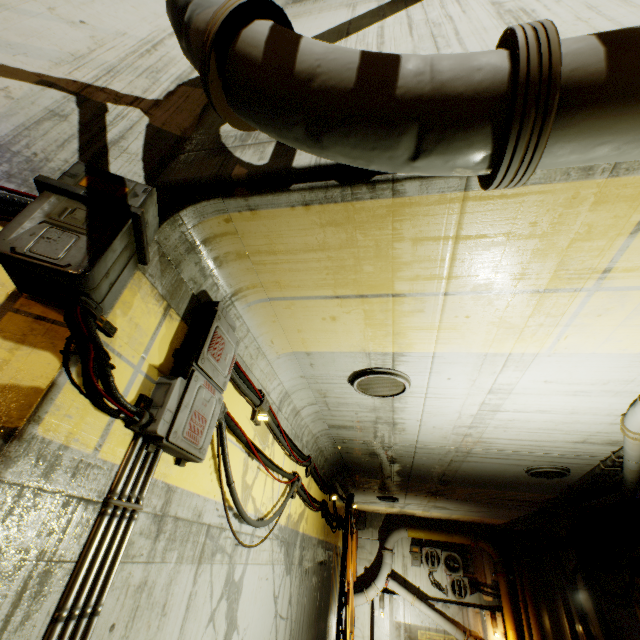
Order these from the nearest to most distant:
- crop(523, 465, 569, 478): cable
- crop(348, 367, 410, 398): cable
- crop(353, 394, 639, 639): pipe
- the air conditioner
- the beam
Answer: crop(348, 367, 410, 398): cable < crop(353, 394, 639, 639): pipe < crop(523, 465, 569, 478): cable < the beam < the air conditioner

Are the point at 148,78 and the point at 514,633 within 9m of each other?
no

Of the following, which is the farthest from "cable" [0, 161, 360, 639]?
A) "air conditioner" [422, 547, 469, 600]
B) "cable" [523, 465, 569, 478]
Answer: "cable" [523, 465, 569, 478]

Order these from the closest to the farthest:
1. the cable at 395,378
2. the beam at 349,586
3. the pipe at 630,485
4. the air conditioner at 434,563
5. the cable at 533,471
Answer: the cable at 395,378 → the pipe at 630,485 → the cable at 533,471 → the beam at 349,586 → the air conditioner at 434,563

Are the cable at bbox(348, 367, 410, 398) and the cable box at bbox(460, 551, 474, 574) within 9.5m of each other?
no

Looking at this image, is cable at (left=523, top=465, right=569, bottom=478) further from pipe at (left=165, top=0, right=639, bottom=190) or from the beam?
the beam

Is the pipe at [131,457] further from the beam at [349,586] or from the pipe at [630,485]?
the beam at [349,586]

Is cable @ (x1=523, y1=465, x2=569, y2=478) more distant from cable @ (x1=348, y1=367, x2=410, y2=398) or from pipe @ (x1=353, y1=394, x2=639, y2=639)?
cable @ (x1=348, y1=367, x2=410, y2=398)
